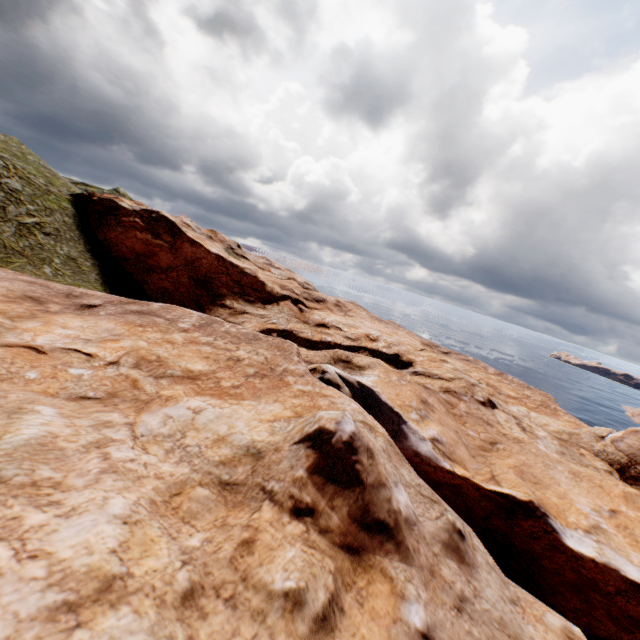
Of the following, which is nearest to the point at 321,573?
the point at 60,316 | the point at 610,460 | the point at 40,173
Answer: the point at 60,316
